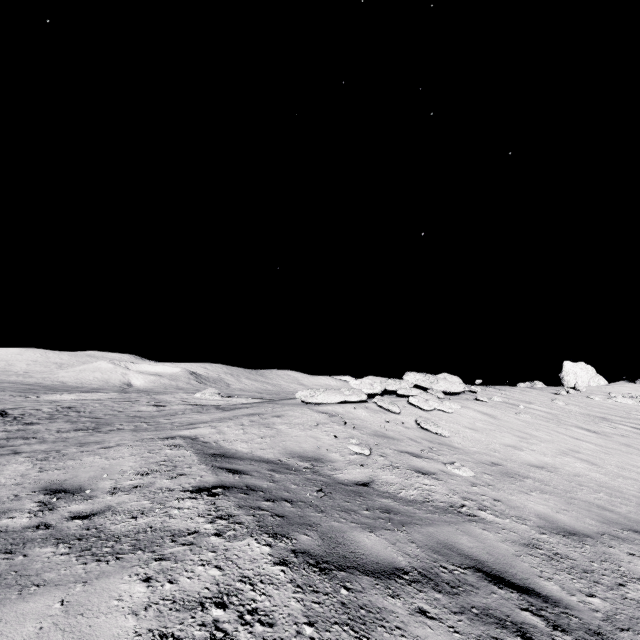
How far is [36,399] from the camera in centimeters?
2991cm
